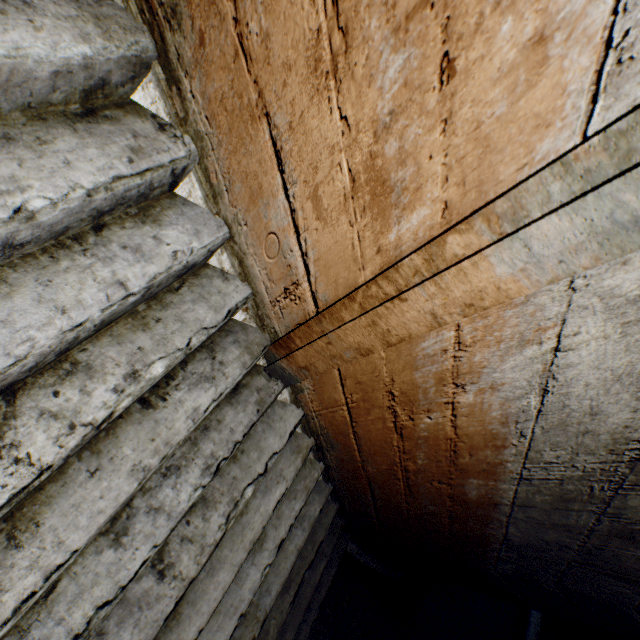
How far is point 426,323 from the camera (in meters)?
1.08
